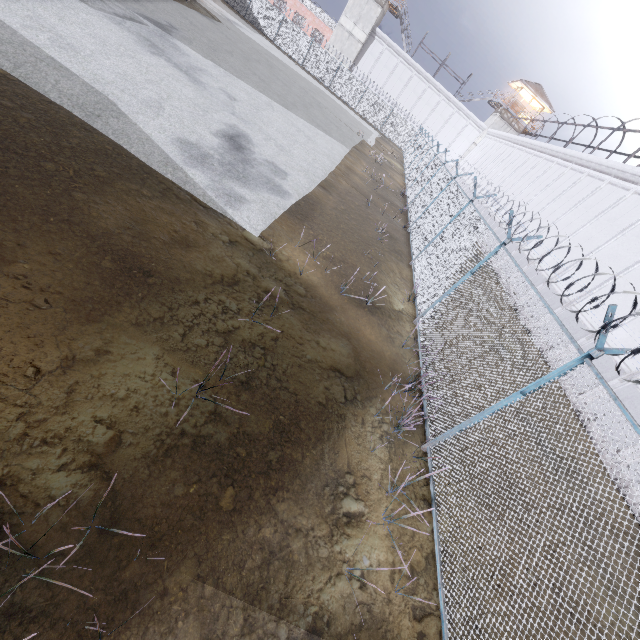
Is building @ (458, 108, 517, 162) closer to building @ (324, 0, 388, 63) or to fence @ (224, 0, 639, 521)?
fence @ (224, 0, 639, 521)

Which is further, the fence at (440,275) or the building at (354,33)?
the building at (354,33)

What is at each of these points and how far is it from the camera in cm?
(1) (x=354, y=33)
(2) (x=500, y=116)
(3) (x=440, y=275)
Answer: (1) building, 4159
(2) building, 4325
(3) fence, 923

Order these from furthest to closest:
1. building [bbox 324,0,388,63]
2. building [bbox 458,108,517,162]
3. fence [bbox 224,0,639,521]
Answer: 1. building [bbox 458,108,517,162]
2. building [bbox 324,0,388,63]
3. fence [bbox 224,0,639,521]

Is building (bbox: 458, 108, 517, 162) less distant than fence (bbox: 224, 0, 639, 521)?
No

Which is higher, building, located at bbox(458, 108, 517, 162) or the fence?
building, located at bbox(458, 108, 517, 162)

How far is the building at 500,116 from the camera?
43.12m
